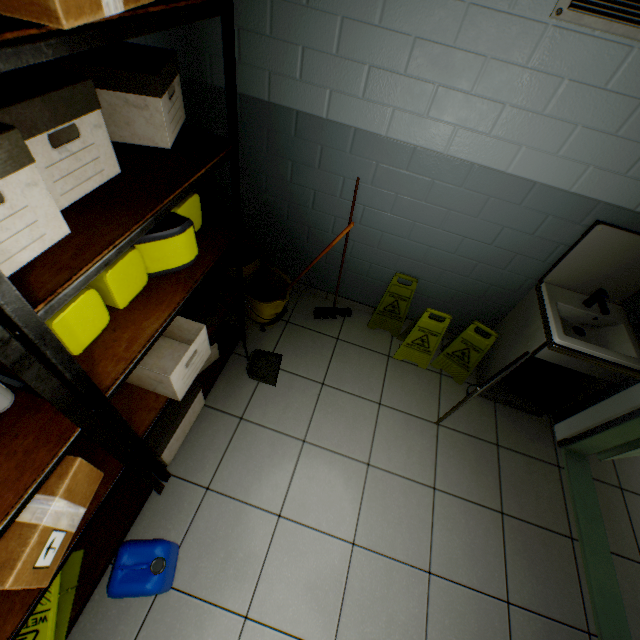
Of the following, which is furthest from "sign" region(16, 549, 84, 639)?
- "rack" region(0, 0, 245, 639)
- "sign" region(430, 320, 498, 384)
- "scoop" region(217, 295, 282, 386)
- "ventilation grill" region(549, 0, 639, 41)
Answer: "ventilation grill" region(549, 0, 639, 41)

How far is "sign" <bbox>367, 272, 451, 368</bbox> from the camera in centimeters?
264cm

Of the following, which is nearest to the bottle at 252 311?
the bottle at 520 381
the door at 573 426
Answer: the bottle at 520 381

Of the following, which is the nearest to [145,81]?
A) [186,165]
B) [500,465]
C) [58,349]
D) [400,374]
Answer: [186,165]

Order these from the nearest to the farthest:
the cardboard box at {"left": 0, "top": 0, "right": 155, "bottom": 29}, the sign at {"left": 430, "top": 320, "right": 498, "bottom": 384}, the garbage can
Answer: the cardboard box at {"left": 0, "top": 0, "right": 155, "bottom": 29} < the garbage can < the sign at {"left": 430, "top": 320, "right": 498, "bottom": 384}

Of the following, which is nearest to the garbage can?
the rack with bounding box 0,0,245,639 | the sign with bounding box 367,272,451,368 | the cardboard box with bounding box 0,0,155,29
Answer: the rack with bounding box 0,0,245,639

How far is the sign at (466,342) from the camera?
2.6m

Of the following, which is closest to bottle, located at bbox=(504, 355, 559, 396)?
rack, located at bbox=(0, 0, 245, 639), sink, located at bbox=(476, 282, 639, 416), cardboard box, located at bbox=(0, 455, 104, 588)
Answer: sink, located at bbox=(476, 282, 639, 416)
